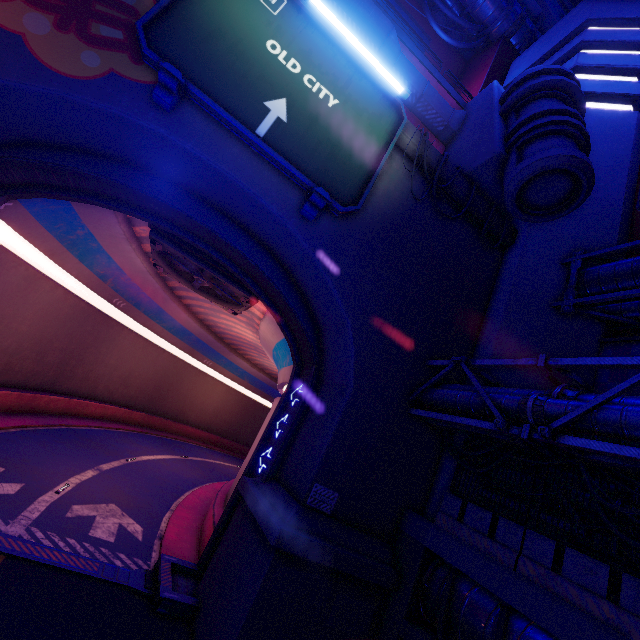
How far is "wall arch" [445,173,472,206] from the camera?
13.6 meters

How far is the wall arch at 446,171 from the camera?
13.3 meters

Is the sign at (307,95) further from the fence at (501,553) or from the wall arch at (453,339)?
the fence at (501,553)

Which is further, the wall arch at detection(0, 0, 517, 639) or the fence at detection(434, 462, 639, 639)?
the wall arch at detection(0, 0, 517, 639)

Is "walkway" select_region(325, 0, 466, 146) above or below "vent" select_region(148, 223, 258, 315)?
above

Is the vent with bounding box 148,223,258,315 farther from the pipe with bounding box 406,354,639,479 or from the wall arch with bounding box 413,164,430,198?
the pipe with bounding box 406,354,639,479

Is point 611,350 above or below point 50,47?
above

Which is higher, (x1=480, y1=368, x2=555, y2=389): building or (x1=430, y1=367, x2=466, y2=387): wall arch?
(x1=480, y1=368, x2=555, y2=389): building
